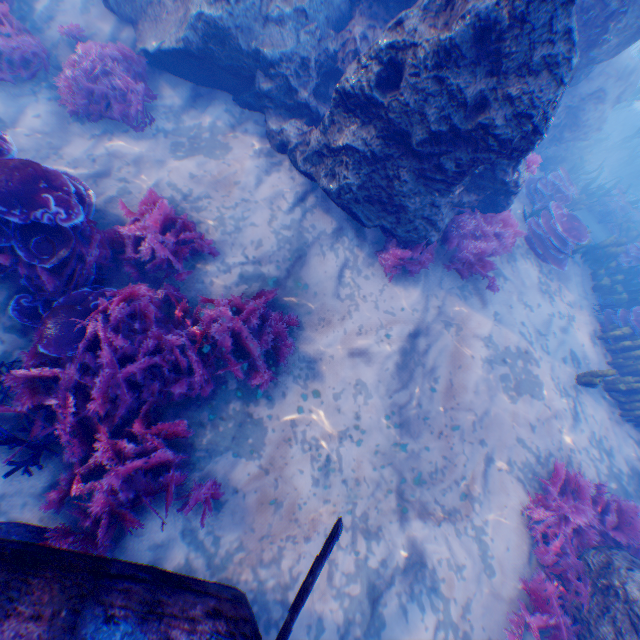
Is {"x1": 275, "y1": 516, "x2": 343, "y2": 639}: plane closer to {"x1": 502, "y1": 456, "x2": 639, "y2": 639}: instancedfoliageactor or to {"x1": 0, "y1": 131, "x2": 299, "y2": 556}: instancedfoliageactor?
{"x1": 0, "y1": 131, "x2": 299, "y2": 556}: instancedfoliageactor

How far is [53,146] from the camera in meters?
5.5 m

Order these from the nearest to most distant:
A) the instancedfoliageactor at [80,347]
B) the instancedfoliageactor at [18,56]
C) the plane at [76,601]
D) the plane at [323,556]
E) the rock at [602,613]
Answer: the plane at [76,601] → the plane at [323,556] → the instancedfoliageactor at [80,347] → the rock at [602,613] → the instancedfoliageactor at [18,56]

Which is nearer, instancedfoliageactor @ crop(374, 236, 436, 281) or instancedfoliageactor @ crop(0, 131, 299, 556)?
instancedfoliageactor @ crop(0, 131, 299, 556)

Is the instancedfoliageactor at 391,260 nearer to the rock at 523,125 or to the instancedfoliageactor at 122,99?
the rock at 523,125

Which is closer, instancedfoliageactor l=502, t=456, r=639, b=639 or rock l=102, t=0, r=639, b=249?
rock l=102, t=0, r=639, b=249

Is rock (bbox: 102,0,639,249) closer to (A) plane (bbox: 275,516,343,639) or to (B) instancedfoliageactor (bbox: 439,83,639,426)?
(A) plane (bbox: 275,516,343,639)

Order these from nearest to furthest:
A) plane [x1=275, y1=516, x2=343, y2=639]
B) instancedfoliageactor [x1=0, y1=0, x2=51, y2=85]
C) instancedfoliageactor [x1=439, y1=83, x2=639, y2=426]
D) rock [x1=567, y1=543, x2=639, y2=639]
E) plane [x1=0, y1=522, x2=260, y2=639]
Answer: plane [x1=0, y1=522, x2=260, y2=639], plane [x1=275, y1=516, x2=343, y2=639], rock [x1=567, y1=543, x2=639, y2=639], instancedfoliageactor [x1=0, y1=0, x2=51, y2=85], instancedfoliageactor [x1=439, y1=83, x2=639, y2=426]
